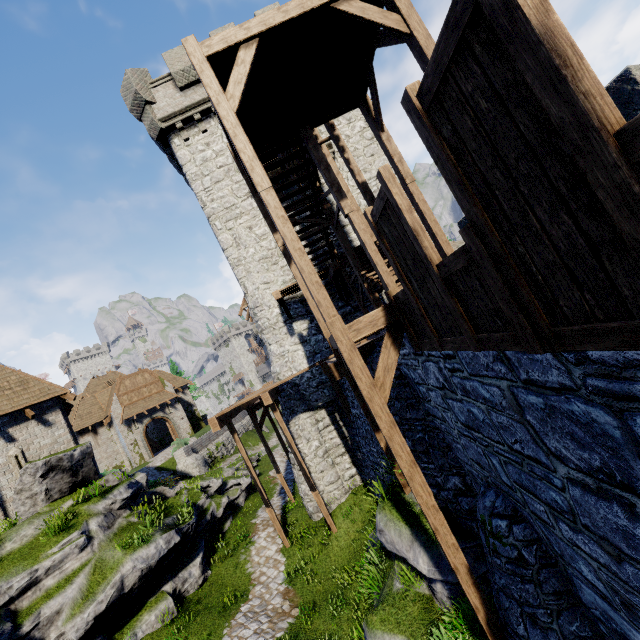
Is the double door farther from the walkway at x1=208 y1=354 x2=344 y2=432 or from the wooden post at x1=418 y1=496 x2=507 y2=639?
the wooden post at x1=418 y1=496 x2=507 y2=639

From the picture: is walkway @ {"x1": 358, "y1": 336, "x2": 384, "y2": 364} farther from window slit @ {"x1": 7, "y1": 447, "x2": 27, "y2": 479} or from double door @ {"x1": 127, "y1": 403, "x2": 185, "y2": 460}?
double door @ {"x1": 127, "y1": 403, "x2": 185, "y2": 460}

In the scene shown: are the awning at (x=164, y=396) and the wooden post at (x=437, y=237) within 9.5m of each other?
no

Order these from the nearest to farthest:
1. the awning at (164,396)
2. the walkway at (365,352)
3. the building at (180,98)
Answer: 1. the walkway at (365,352)
2. the building at (180,98)
3. the awning at (164,396)

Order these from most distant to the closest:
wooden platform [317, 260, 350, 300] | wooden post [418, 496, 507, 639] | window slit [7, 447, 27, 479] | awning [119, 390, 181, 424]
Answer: awning [119, 390, 181, 424] < window slit [7, 447, 27, 479] < wooden platform [317, 260, 350, 300] < wooden post [418, 496, 507, 639]

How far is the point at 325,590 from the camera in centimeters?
1030cm

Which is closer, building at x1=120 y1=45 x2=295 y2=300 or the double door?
building at x1=120 y1=45 x2=295 y2=300

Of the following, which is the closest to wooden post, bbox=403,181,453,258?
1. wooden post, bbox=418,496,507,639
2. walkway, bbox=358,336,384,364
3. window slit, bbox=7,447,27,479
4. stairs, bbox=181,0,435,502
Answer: stairs, bbox=181,0,435,502
